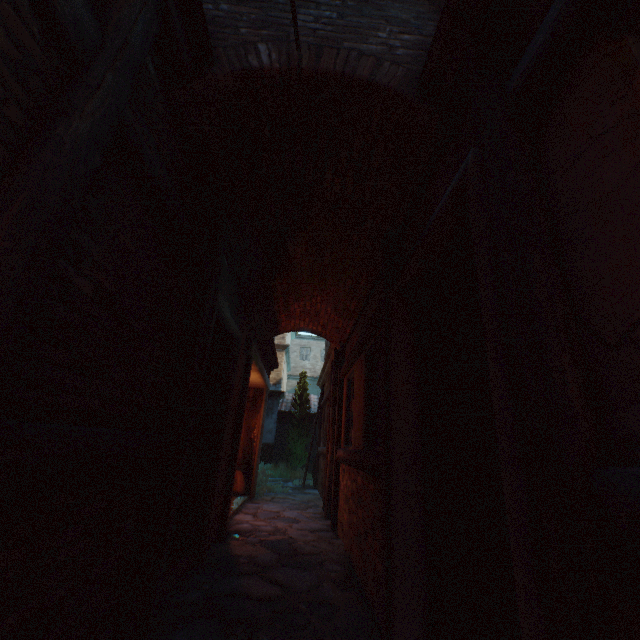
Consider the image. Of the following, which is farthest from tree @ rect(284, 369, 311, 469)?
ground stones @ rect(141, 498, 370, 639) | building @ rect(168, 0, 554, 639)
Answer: ground stones @ rect(141, 498, 370, 639)

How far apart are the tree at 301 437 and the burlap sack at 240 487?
6.89m

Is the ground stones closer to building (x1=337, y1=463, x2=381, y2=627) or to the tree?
building (x1=337, y1=463, x2=381, y2=627)

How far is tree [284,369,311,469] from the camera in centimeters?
1546cm

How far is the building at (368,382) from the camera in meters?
4.1

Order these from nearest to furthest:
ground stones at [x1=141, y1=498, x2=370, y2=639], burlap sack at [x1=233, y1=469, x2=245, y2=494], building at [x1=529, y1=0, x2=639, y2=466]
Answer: A: building at [x1=529, y1=0, x2=639, y2=466], ground stones at [x1=141, y1=498, x2=370, y2=639], burlap sack at [x1=233, y1=469, x2=245, y2=494]

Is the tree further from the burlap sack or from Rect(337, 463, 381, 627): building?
the burlap sack

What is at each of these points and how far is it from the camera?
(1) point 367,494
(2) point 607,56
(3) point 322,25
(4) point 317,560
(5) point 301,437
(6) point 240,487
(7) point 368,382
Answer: (1) building, 3.81m
(2) building, 1.07m
(3) building, 2.63m
(4) ground stones, 4.28m
(5) tree, 15.66m
(6) burlap sack, 8.25m
(7) building, 4.62m
